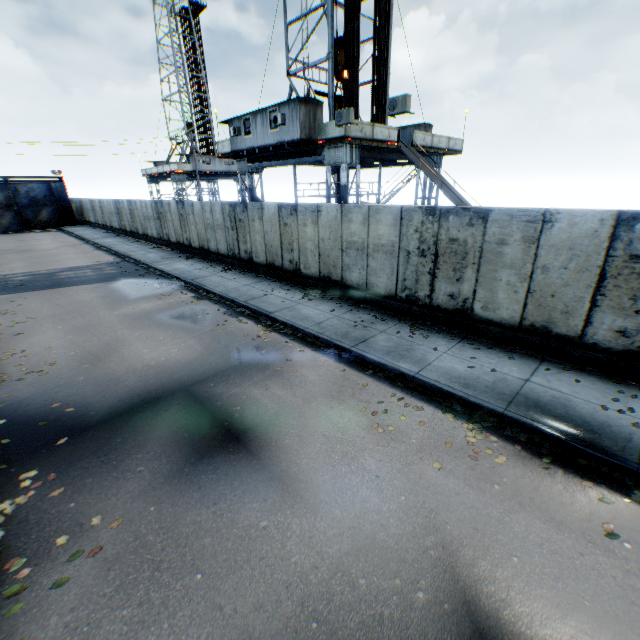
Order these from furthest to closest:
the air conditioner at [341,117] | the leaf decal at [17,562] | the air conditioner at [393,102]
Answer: the air conditioner at [341,117] < the air conditioner at [393,102] < the leaf decal at [17,562]

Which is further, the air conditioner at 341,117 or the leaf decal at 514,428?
the air conditioner at 341,117

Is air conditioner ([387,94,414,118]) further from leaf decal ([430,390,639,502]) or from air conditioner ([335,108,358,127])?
leaf decal ([430,390,639,502])

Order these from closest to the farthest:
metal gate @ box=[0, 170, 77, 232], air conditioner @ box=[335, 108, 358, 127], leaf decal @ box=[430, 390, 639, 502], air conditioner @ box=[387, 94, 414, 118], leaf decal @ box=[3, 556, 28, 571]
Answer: leaf decal @ box=[3, 556, 28, 571]
leaf decal @ box=[430, 390, 639, 502]
air conditioner @ box=[387, 94, 414, 118]
air conditioner @ box=[335, 108, 358, 127]
metal gate @ box=[0, 170, 77, 232]

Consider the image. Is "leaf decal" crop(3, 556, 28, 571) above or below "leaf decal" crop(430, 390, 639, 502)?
below

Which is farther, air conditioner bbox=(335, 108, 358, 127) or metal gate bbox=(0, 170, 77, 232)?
metal gate bbox=(0, 170, 77, 232)

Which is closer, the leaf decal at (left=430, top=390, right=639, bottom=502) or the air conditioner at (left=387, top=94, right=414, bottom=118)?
the leaf decal at (left=430, top=390, right=639, bottom=502)

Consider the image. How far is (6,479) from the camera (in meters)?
5.12
